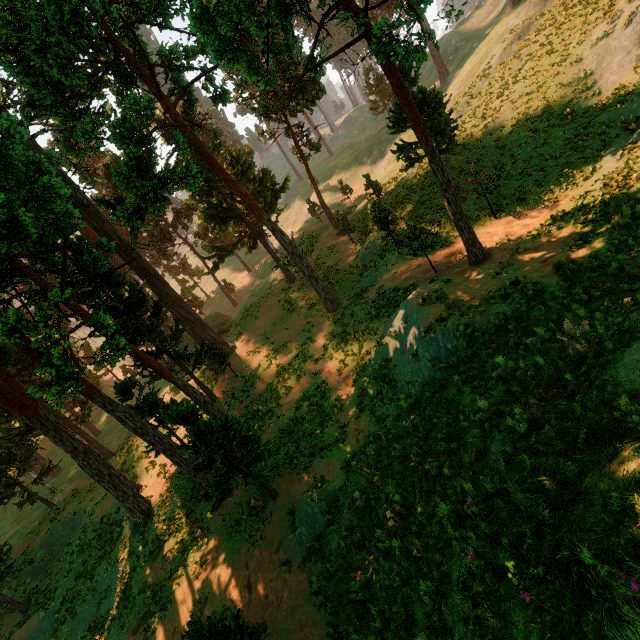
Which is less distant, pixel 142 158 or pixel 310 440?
pixel 310 440

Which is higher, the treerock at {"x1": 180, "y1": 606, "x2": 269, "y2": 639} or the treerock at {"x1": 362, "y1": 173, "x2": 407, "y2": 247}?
the treerock at {"x1": 362, "y1": 173, "x2": 407, "y2": 247}

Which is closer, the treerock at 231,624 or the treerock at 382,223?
the treerock at 231,624

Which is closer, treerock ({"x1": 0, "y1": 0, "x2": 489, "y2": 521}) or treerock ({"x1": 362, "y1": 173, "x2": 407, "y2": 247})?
treerock ({"x1": 0, "y1": 0, "x2": 489, "y2": 521})

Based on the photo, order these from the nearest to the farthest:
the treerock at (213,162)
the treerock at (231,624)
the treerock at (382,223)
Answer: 1. the treerock at (231,624)
2. the treerock at (213,162)
3. the treerock at (382,223)
